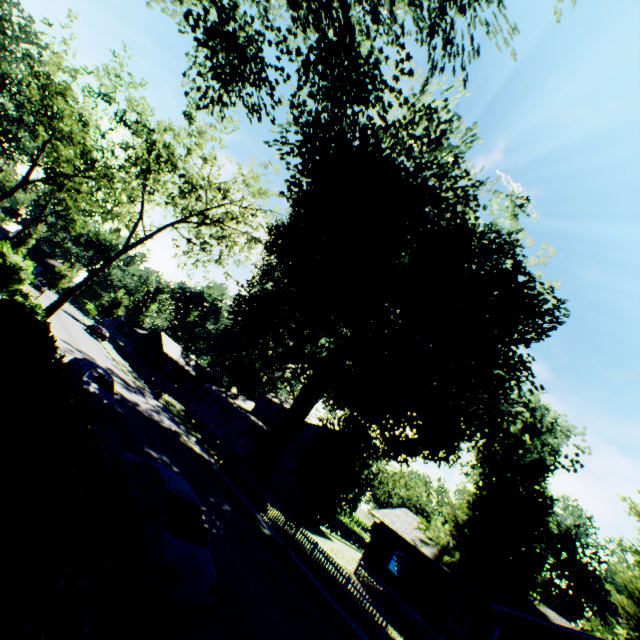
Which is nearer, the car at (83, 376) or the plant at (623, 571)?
the car at (83, 376)

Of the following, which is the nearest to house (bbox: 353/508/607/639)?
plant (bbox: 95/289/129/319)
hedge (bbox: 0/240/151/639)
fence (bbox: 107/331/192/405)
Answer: fence (bbox: 107/331/192/405)

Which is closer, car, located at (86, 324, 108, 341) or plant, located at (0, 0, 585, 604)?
plant, located at (0, 0, 585, 604)

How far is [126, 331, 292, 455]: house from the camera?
39.0m

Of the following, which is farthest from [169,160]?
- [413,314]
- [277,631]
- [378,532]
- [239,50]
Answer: [378,532]

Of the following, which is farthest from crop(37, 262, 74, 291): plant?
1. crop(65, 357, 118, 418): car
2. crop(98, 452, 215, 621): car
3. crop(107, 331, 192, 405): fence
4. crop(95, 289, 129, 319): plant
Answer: crop(95, 289, 129, 319): plant

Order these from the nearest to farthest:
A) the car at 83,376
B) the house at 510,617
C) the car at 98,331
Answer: the car at 83,376 < the house at 510,617 < the car at 98,331

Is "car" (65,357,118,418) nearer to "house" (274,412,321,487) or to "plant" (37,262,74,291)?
"plant" (37,262,74,291)
